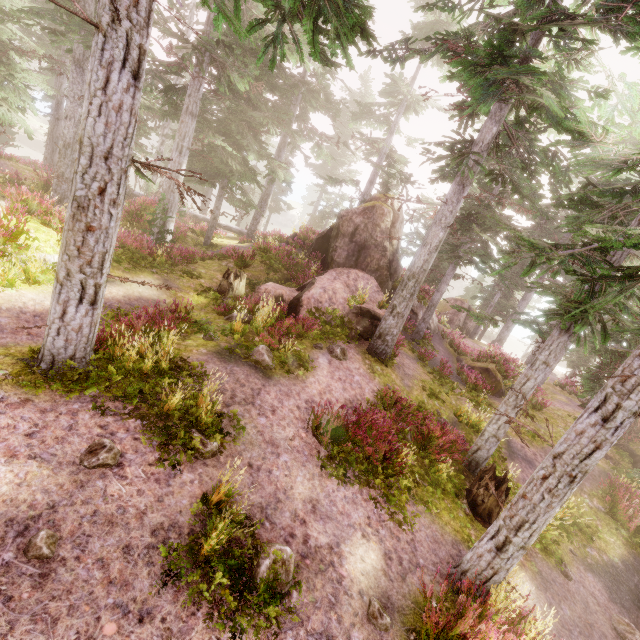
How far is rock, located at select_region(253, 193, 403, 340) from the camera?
14.25m

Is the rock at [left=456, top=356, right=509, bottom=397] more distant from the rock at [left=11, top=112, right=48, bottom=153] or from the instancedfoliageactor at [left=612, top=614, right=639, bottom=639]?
the rock at [left=11, top=112, right=48, bottom=153]

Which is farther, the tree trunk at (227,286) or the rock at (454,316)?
the rock at (454,316)

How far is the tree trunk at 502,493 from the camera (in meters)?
9.55

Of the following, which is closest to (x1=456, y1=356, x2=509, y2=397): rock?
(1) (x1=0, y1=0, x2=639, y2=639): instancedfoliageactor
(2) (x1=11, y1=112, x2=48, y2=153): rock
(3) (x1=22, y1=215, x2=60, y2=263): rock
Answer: (1) (x1=0, y1=0, x2=639, y2=639): instancedfoliageactor

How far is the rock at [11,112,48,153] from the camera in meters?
54.2

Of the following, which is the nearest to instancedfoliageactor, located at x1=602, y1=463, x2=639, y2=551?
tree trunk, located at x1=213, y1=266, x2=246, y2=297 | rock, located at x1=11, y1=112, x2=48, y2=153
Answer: rock, located at x1=11, y1=112, x2=48, y2=153

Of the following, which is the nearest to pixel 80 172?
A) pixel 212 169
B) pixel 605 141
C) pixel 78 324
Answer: pixel 78 324
